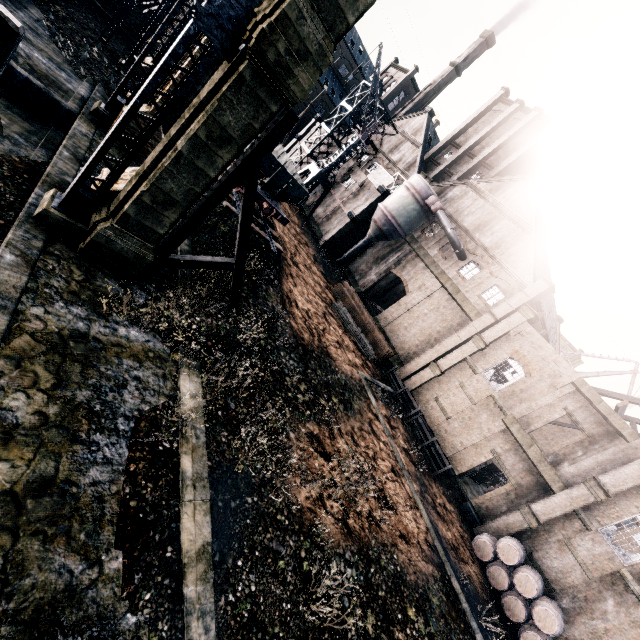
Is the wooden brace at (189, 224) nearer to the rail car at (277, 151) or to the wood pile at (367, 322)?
the rail car at (277, 151)

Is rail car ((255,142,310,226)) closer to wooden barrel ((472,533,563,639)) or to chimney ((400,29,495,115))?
wooden barrel ((472,533,563,639))

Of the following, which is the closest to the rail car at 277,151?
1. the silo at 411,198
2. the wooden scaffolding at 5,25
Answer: the silo at 411,198

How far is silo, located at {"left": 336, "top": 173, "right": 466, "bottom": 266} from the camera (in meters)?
32.59

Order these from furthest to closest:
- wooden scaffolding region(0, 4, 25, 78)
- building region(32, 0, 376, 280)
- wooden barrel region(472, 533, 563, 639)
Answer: wooden barrel region(472, 533, 563, 639), building region(32, 0, 376, 280), wooden scaffolding region(0, 4, 25, 78)

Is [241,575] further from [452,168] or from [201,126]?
[452,168]

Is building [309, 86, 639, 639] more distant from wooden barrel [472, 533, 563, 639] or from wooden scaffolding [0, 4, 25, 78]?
wooden scaffolding [0, 4, 25, 78]

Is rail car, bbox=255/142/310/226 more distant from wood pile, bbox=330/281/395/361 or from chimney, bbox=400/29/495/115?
chimney, bbox=400/29/495/115
